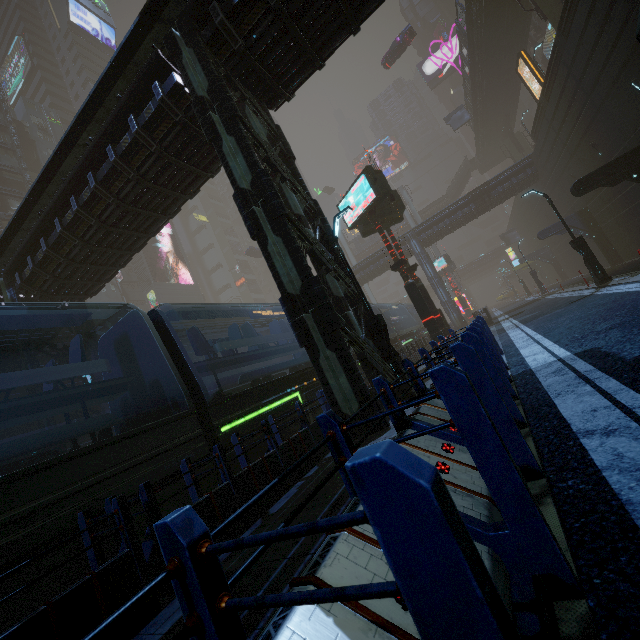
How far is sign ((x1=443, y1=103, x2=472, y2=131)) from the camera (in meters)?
43.16

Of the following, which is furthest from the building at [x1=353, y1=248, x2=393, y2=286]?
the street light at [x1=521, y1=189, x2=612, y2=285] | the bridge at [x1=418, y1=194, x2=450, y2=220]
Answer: the bridge at [x1=418, y1=194, x2=450, y2=220]

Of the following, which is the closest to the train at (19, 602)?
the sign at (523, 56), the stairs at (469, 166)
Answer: the sign at (523, 56)

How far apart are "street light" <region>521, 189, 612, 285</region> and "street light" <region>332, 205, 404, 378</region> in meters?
11.9 m

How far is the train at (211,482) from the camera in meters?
6.1

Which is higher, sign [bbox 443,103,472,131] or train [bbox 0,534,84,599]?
sign [bbox 443,103,472,131]

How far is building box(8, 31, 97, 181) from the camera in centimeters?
4856cm

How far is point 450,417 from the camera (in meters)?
3.53
